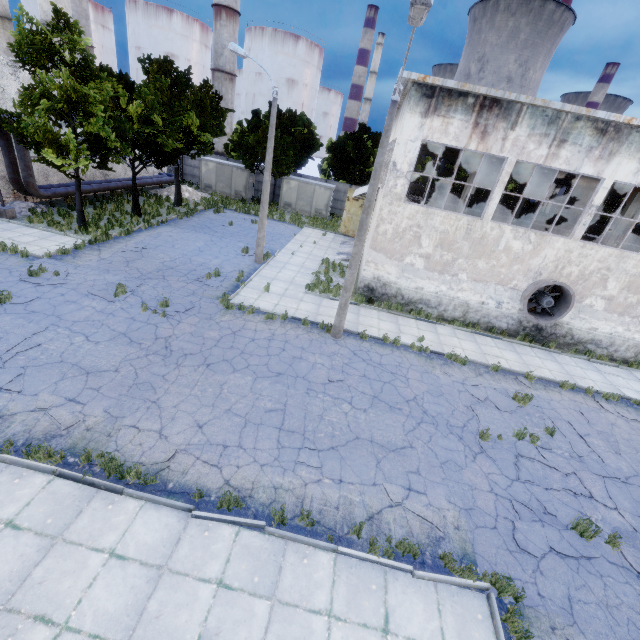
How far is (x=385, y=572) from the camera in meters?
6.3

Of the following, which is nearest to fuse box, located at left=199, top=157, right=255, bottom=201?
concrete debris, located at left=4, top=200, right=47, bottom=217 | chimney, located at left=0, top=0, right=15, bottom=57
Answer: concrete debris, located at left=4, top=200, right=47, bottom=217

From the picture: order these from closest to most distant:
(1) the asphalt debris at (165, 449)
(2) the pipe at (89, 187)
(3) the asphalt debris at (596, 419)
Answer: (1) the asphalt debris at (165, 449), (3) the asphalt debris at (596, 419), (2) the pipe at (89, 187)

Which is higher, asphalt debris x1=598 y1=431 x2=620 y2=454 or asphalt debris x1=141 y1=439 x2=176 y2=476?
asphalt debris x1=598 y1=431 x2=620 y2=454

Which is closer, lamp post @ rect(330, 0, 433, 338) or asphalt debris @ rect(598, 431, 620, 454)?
lamp post @ rect(330, 0, 433, 338)

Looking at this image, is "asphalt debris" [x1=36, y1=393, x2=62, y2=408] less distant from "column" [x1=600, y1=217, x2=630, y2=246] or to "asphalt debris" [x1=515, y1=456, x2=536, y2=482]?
"asphalt debris" [x1=515, y1=456, x2=536, y2=482]

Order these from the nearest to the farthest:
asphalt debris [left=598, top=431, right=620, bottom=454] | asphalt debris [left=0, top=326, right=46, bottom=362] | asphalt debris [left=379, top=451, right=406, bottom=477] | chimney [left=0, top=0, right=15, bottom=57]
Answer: asphalt debris [left=379, top=451, right=406, bottom=477] < asphalt debris [left=0, top=326, right=46, bottom=362] < asphalt debris [left=598, top=431, right=620, bottom=454] < chimney [left=0, top=0, right=15, bottom=57]

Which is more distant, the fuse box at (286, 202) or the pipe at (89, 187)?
the fuse box at (286, 202)
